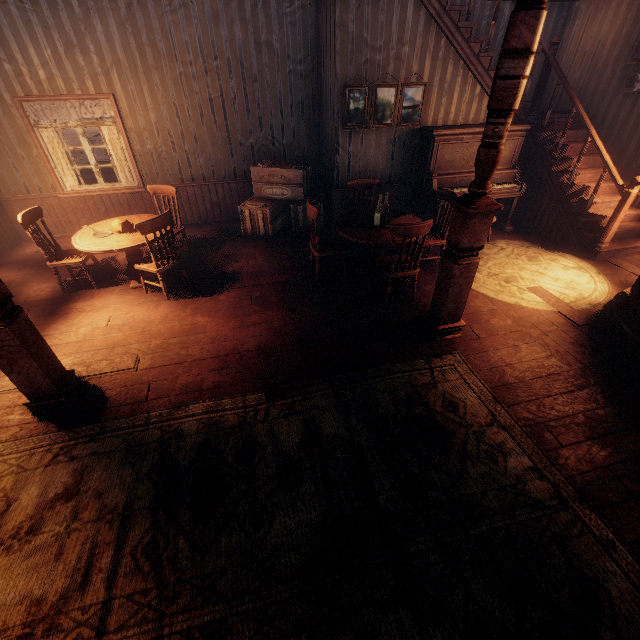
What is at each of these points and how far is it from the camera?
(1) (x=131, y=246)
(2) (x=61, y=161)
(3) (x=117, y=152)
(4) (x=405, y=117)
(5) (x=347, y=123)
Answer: (1) table, 4.5m
(2) curtain, 6.1m
(3) curtain, 6.2m
(4) paintings, 5.9m
(5) paintings, 5.7m

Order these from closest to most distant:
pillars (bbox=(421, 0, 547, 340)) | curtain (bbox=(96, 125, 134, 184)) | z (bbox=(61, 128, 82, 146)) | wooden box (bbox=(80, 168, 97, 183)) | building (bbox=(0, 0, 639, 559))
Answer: pillars (bbox=(421, 0, 547, 340)) → building (bbox=(0, 0, 639, 559)) → curtain (bbox=(96, 125, 134, 184)) → wooden box (bbox=(80, 168, 97, 183)) → z (bbox=(61, 128, 82, 146))

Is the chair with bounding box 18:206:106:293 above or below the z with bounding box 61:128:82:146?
above

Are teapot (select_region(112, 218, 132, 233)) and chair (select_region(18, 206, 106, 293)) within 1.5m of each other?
yes

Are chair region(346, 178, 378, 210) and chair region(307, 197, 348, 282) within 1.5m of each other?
yes

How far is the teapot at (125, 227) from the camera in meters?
4.8 m

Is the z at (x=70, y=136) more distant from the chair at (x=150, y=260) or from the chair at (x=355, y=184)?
the chair at (x=150, y=260)

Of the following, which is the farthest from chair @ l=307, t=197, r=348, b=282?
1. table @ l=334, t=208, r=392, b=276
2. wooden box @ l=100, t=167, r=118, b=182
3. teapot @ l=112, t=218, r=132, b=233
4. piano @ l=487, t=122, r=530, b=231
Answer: wooden box @ l=100, t=167, r=118, b=182
